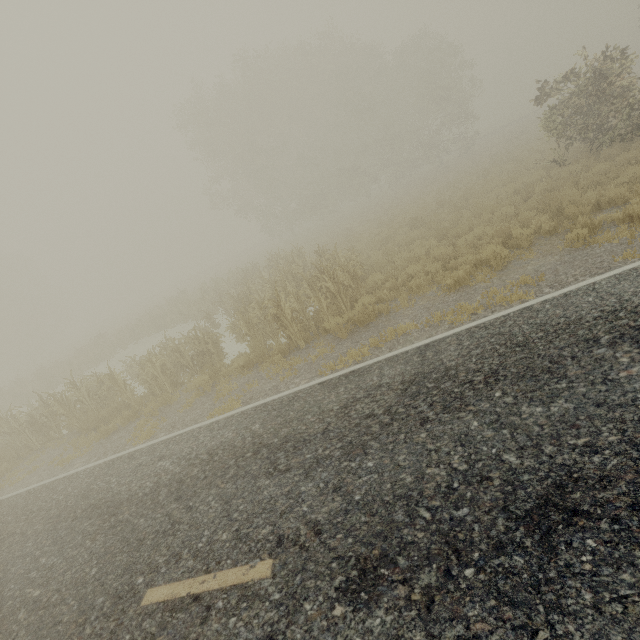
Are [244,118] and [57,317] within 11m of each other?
no
